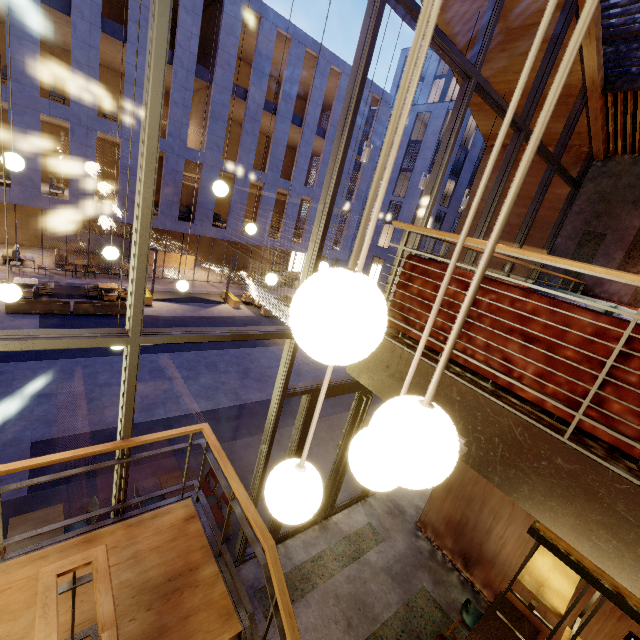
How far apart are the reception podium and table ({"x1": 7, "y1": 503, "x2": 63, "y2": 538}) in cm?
2088

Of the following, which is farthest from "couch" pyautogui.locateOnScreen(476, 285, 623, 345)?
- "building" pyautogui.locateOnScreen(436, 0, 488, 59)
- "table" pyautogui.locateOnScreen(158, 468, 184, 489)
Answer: "table" pyautogui.locateOnScreen(158, 468, 184, 489)

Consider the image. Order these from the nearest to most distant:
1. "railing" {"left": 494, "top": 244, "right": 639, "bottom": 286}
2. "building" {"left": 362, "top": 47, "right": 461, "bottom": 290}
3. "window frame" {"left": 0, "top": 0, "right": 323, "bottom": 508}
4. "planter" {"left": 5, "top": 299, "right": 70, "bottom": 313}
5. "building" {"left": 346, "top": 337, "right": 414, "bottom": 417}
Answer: "railing" {"left": 494, "top": 244, "right": 639, "bottom": 286}
"window frame" {"left": 0, "top": 0, "right": 323, "bottom": 508}
"building" {"left": 346, "top": 337, "right": 414, "bottom": 417}
"planter" {"left": 5, "top": 299, "right": 70, "bottom": 313}
"building" {"left": 362, "top": 47, "right": 461, "bottom": 290}

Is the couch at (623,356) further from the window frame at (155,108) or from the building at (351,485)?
the building at (351,485)

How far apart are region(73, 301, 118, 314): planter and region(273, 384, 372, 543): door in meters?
12.9 m

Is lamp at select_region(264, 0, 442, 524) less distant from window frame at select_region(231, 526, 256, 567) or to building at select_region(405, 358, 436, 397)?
building at select_region(405, 358, 436, 397)

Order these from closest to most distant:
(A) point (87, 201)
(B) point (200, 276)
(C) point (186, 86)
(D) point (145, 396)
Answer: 1. (D) point (145, 396)
2. (A) point (87, 201)
3. (C) point (186, 86)
4. (B) point (200, 276)

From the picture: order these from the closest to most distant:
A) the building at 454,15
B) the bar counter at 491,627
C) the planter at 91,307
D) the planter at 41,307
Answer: →
1. the bar counter at 491,627
2. the building at 454,15
3. the planter at 41,307
4. the planter at 91,307
